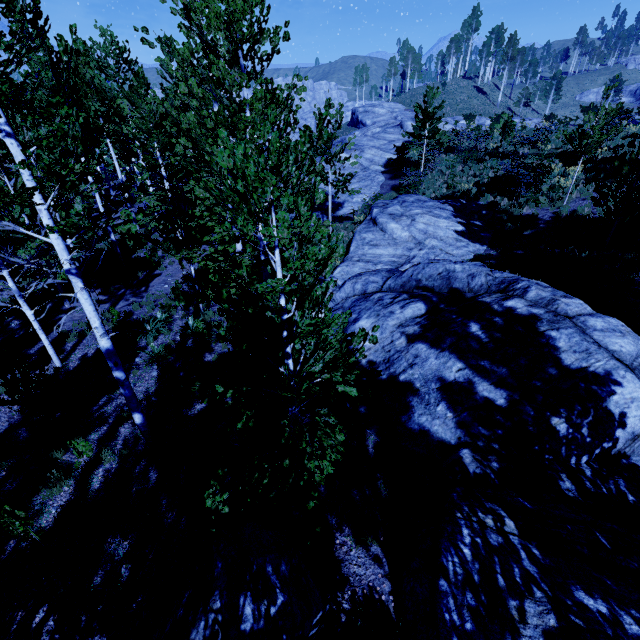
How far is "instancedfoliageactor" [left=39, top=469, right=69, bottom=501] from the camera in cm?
684

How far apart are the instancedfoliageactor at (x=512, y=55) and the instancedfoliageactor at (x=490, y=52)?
6.68m

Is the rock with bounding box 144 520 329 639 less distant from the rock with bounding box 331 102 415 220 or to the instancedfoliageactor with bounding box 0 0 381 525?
the instancedfoliageactor with bounding box 0 0 381 525

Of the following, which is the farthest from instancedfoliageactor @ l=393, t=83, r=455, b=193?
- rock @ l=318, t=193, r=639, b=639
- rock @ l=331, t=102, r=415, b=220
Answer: rock @ l=331, t=102, r=415, b=220

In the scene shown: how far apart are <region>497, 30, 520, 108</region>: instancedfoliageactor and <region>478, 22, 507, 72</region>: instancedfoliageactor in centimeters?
668cm

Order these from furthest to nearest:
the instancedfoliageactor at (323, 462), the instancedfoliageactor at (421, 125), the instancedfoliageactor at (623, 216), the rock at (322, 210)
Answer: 1. the rock at (322, 210)
2. the instancedfoliageactor at (421, 125)
3. the instancedfoliageactor at (623, 216)
4. the instancedfoliageactor at (323, 462)

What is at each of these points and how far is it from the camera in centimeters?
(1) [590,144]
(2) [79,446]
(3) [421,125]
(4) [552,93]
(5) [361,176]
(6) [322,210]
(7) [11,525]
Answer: (1) instancedfoliageactor, 1351cm
(2) instancedfoliageactor, 700cm
(3) instancedfoliageactor, 2047cm
(4) instancedfoliageactor, 5112cm
(5) rock, 2530cm
(6) rock, 2256cm
(7) instancedfoliageactor, 530cm

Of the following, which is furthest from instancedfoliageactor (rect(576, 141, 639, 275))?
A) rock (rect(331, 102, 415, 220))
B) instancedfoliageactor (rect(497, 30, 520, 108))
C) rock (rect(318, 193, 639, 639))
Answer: instancedfoliageactor (rect(497, 30, 520, 108))
